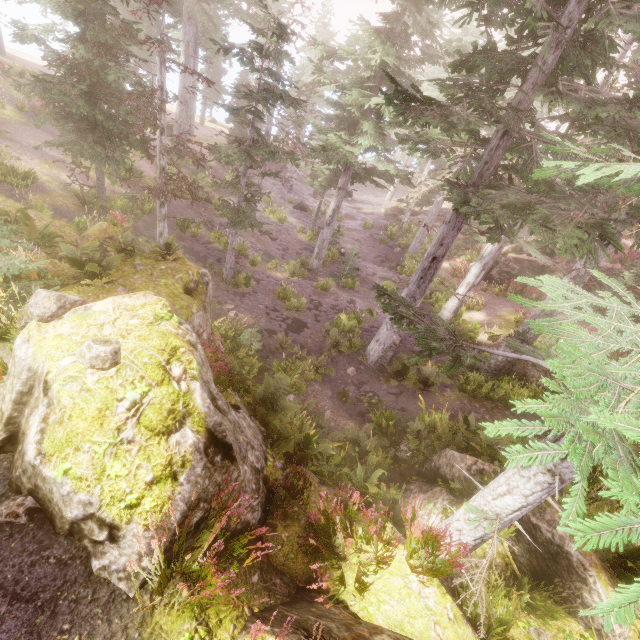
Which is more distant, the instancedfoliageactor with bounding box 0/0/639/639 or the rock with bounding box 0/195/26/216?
the rock with bounding box 0/195/26/216

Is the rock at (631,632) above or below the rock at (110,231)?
below

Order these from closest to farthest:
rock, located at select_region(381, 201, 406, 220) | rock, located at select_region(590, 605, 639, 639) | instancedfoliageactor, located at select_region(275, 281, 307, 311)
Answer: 1. rock, located at select_region(590, 605, 639, 639)
2. instancedfoliageactor, located at select_region(275, 281, 307, 311)
3. rock, located at select_region(381, 201, 406, 220)

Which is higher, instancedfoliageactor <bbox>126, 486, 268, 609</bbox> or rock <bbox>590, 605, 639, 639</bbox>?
instancedfoliageactor <bbox>126, 486, 268, 609</bbox>

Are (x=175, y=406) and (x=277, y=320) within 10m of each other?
no

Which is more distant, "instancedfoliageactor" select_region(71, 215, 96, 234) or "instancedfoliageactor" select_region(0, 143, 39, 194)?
"instancedfoliageactor" select_region(0, 143, 39, 194)

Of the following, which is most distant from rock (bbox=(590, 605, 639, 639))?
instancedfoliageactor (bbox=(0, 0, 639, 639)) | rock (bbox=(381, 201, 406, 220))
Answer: rock (bbox=(381, 201, 406, 220))

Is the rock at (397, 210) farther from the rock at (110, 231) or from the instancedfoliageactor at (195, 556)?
the rock at (110, 231)
